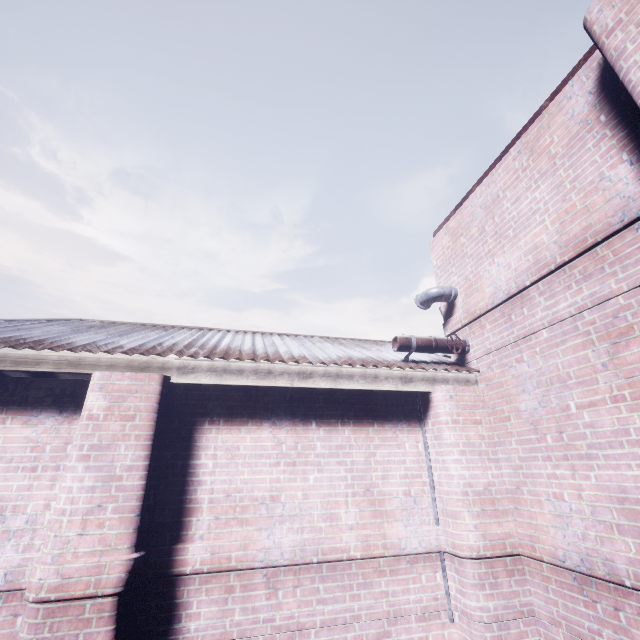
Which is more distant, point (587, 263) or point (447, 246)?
point (447, 246)

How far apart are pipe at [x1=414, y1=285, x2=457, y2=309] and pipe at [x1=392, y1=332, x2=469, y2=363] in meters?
0.5 m

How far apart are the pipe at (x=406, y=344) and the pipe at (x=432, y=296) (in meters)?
0.54

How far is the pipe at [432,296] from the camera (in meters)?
3.91

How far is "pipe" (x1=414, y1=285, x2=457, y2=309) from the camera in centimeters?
391cm

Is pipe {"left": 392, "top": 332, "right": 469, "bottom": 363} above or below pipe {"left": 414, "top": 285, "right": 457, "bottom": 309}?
below

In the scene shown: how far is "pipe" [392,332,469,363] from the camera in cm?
352
